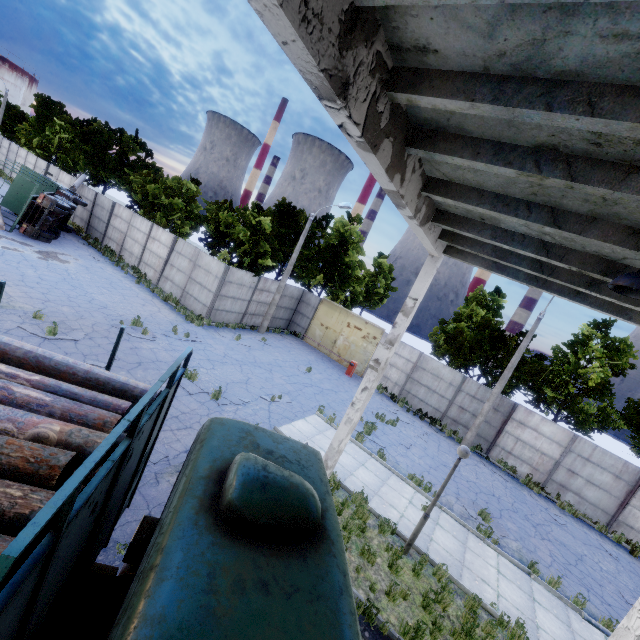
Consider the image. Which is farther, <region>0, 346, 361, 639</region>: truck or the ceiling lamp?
the ceiling lamp

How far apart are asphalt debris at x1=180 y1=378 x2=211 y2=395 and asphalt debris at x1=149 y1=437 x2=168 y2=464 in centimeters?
265cm

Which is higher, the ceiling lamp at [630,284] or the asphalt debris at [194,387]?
the ceiling lamp at [630,284]

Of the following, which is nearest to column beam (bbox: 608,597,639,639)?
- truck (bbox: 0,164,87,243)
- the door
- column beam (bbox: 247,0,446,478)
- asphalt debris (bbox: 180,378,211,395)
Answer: column beam (bbox: 247,0,446,478)

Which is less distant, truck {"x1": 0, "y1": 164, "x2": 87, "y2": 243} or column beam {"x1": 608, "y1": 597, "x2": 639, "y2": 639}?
column beam {"x1": 608, "y1": 597, "x2": 639, "y2": 639}

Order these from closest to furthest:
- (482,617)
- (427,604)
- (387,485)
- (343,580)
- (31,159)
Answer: (343,580) → (427,604) → (482,617) → (387,485) → (31,159)

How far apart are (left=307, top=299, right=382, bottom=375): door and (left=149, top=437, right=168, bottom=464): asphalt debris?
16.4m

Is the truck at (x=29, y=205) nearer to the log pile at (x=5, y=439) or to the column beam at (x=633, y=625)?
the log pile at (x=5, y=439)
